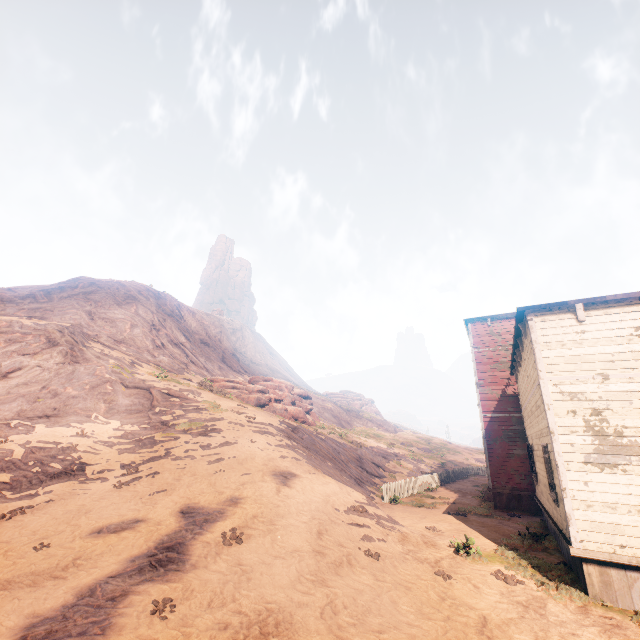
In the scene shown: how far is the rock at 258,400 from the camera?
30.05m

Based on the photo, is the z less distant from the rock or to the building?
the building

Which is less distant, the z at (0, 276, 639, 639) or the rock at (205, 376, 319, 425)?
the z at (0, 276, 639, 639)

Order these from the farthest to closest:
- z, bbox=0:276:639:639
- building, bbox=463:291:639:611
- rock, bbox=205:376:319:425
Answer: rock, bbox=205:376:319:425
building, bbox=463:291:639:611
z, bbox=0:276:639:639

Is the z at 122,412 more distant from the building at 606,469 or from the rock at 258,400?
the rock at 258,400

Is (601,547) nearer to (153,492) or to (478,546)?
(478,546)

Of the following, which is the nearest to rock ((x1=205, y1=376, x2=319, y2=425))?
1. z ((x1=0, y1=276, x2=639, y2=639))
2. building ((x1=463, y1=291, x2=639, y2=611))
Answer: z ((x1=0, y1=276, x2=639, y2=639))

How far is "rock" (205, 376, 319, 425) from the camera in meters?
30.0
